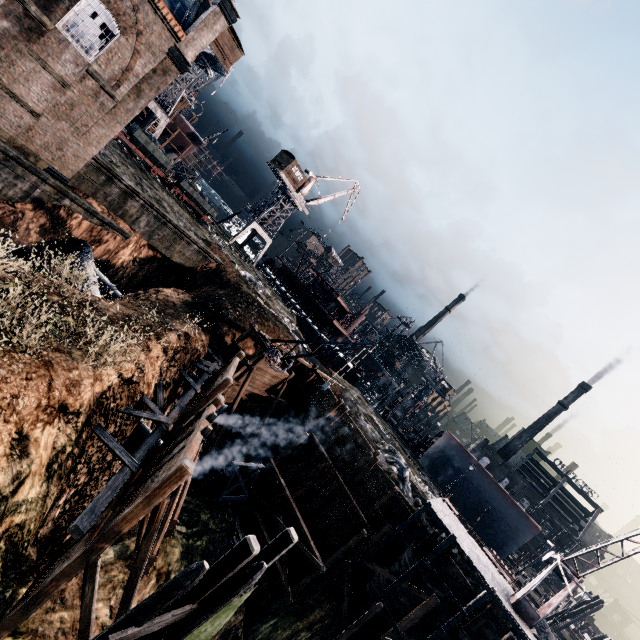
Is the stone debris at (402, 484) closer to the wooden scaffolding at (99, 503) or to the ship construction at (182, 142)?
the wooden scaffolding at (99, 503)

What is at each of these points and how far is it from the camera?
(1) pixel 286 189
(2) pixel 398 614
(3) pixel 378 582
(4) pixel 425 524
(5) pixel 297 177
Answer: (1) crane, 55.3m
(2) cloth, 20.9m
(3) cloth, 21.9m
(4) stone debris, 25.3m
(5) building, 54.4m

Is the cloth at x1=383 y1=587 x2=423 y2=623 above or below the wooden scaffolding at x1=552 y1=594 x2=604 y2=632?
below

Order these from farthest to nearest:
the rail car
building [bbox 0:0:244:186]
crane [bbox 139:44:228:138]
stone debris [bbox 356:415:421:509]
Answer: crane [bbox 139:44:228:138]
the rail car
stone debris [bbox 356:415:421:509]
building [bbox 0:0:244:186]

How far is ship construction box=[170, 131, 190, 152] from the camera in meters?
52.5 m

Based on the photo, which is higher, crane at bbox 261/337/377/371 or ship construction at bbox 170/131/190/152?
ship construction at bbox 170/131/190/152

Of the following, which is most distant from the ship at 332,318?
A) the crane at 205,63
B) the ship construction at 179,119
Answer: the crane at 205,63

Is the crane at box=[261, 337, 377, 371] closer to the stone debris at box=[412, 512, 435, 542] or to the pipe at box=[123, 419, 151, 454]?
the pipe at box=[123, 419, 151, 454]
